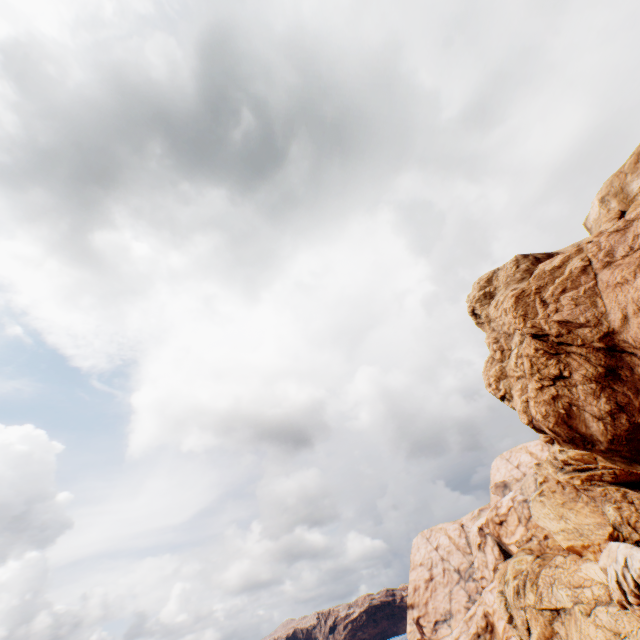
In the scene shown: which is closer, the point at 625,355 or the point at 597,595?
the point at 625,355
